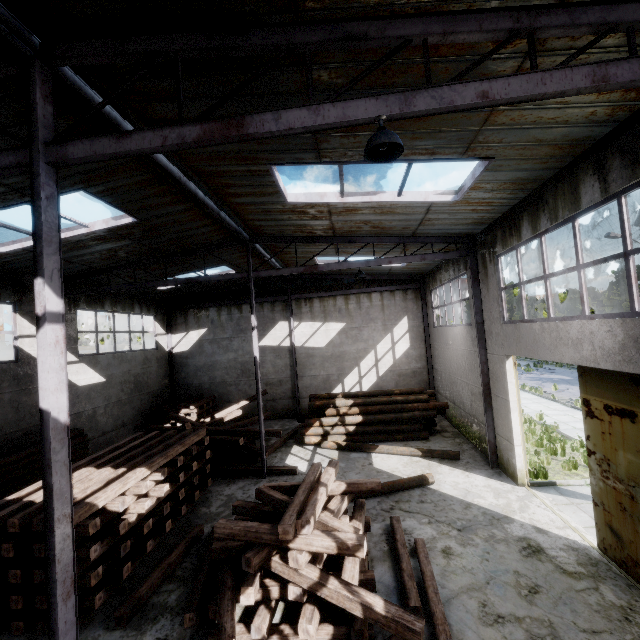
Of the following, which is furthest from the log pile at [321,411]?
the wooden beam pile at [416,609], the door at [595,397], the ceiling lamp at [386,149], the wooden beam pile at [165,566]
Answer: the ceiling lamp at [386,149]

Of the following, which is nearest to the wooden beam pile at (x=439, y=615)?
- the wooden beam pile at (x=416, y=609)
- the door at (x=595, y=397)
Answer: the wooden beam pile at (x=416, y=609)

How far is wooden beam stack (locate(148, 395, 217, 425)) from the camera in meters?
17.0

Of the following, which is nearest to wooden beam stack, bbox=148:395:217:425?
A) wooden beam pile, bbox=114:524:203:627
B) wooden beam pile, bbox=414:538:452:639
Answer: wooden beam pile, bbox=114:524:203:627

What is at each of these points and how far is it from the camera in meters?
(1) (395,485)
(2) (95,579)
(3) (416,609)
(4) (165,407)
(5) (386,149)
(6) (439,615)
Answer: (1) log, 9.6
(2) wooden beam stack, 5.9
(3) wooden beam pile, 5.4
(4) wooden beam stack, 17.0
(5) ceiling lamp, 3.6
(6) wooden beam pile, 5.2

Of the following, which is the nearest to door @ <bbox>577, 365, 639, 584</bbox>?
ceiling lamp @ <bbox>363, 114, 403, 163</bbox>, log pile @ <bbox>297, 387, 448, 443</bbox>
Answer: ceiling lamp @ <bbox>363, 114, 403, 163</bbox>

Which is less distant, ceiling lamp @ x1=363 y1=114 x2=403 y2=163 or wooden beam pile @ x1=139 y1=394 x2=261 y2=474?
ceiling lamp @ x1=363 y1=114 x2=403 y2=163

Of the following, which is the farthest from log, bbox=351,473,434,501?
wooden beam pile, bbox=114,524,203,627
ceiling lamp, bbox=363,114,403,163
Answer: ceiling lamp, bbox=363,114,403,163
